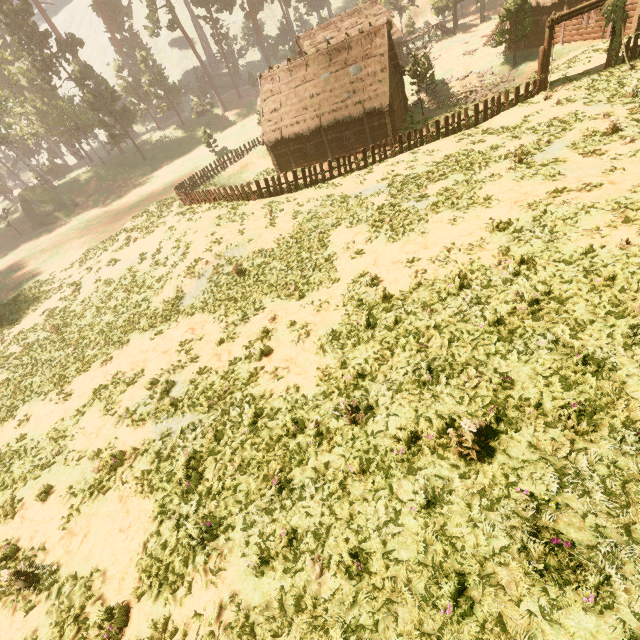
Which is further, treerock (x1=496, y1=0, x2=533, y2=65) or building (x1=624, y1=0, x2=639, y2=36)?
treerock (x1=496, y1=0, x2=533, y2=65)

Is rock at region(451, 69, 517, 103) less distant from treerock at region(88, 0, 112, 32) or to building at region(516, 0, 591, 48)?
treerock at region(88, 0, 112, 32)

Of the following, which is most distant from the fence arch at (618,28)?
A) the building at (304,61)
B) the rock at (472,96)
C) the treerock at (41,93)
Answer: the rock at (472,96)

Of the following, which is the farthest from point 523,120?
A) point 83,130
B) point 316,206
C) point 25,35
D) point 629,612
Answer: point 83,130

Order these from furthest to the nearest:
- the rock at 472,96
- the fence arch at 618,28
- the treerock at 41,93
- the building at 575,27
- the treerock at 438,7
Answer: the treerock at 438,7 < the treerock at 41,93 < the rock at 472,96 < the building at 575,27 < the fence arch at 618,28

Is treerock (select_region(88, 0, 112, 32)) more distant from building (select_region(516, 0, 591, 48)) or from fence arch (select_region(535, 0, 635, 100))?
fence arch (select_region(535, 0, 635, 100))

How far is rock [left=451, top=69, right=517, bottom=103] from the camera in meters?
28.9

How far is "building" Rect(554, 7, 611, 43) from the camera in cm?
2536
